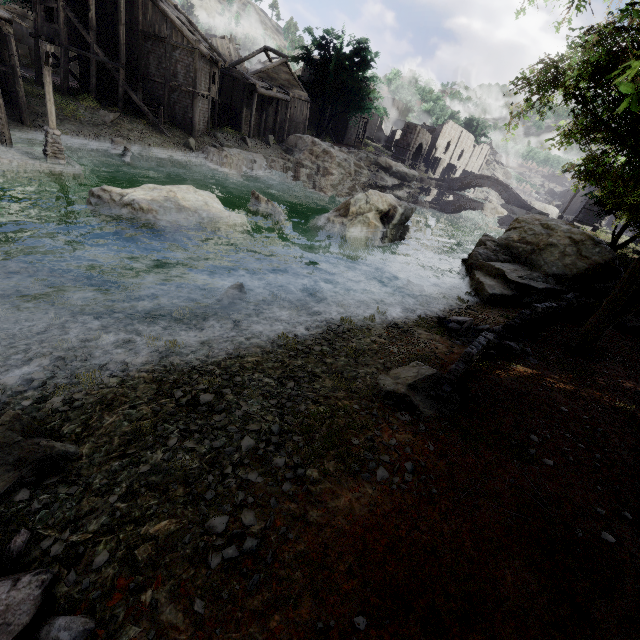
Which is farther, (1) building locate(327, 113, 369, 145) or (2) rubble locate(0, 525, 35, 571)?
(1) building locate(327, 113, 369, 145)

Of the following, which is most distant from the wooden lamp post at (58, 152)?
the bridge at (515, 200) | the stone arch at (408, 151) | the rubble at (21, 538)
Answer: the bridge at (515, 200)

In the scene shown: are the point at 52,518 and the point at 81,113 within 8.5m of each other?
no

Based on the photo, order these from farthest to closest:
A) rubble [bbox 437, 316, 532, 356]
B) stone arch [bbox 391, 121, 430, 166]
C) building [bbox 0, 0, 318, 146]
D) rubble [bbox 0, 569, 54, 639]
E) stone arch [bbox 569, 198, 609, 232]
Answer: stone arch [bbox 391, 121, 430, 166]
stone arch [bbox 569, 198, 609, 232]
building [bbox 0, 0, 318, 146]
rubble [bbox 437, 316, 532, 356]
rubble [bbox 0, 569, 54, 639]

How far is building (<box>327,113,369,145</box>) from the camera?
52.66m

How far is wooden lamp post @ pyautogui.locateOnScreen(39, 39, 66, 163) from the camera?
14.5 meters

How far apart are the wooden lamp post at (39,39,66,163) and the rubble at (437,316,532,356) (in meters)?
19.79

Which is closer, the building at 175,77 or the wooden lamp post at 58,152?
the wooden lamp post at 58,152
